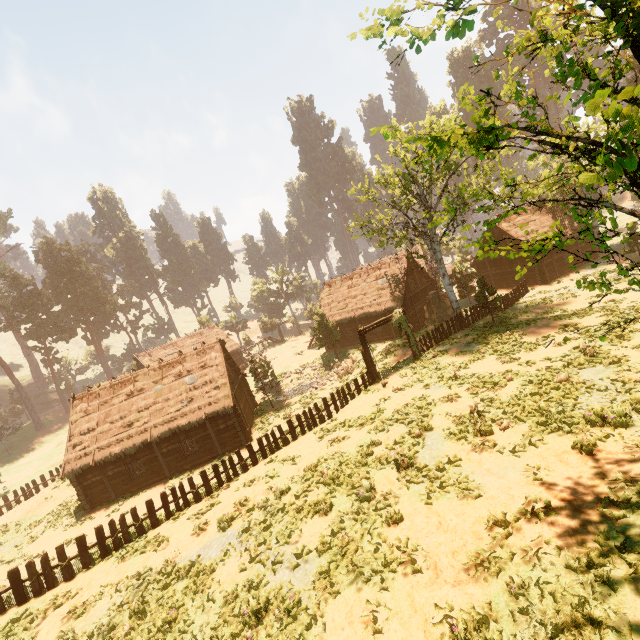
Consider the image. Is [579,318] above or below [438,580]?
below

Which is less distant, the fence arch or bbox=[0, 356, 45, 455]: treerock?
the fence arch

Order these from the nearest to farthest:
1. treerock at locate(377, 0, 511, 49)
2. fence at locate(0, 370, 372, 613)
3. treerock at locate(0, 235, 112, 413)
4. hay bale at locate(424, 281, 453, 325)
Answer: treerock at locate(377, 0, 511, 49) < fence at locate(0, 370, 372, 613) < hay bale at locate(424, 281, 453, 325) < treerock at locate(0, 235, 112, 413)

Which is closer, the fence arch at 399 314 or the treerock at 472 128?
the treerock at 472 128

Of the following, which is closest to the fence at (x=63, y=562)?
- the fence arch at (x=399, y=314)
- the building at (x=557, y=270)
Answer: the fence arch at (x=399, y=314)

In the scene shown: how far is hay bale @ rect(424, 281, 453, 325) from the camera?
29.9 meters

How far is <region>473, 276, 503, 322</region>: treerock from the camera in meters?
23.7

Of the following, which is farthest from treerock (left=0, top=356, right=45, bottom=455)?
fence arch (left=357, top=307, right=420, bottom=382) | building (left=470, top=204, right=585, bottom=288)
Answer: fence arch (left=357, top=307, right=420, bottom=382)
